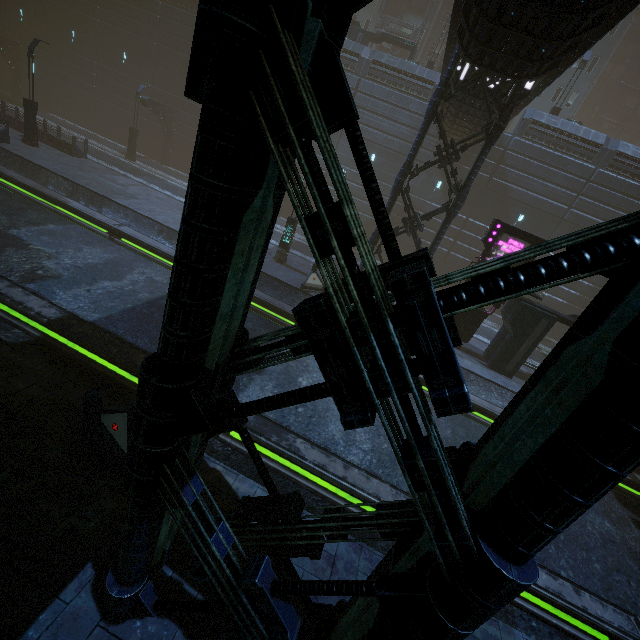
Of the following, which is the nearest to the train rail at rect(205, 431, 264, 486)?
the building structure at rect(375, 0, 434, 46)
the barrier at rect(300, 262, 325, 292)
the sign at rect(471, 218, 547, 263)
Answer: the barrier at rect(300, 262, 325, 292)

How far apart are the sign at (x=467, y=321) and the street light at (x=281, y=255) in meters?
8.6

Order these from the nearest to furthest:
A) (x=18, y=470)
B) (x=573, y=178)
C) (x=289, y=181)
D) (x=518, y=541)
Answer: (x=518, y=541) < (x=18, y=470) < (x=573, y=178) < (x=289, y=181)

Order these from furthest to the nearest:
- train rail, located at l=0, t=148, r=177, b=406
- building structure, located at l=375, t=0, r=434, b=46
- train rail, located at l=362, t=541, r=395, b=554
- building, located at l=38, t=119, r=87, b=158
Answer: building structure, located at l=375, t=0, r=434, b=46
building, located at l=38, t=119, r=87, b=158
train rail, located at l=0, t=148, r=177, b=406
train rail, located at l=362, t=541, r=395, b=554

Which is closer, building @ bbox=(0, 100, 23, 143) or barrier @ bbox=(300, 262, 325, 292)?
barrier @ bbox=(300, 262, 325, 292)

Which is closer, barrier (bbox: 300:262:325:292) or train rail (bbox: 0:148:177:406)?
train rail (bbox: 0:148:177:406)

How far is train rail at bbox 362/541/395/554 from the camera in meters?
6.5 m

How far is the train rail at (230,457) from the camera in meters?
6.9
